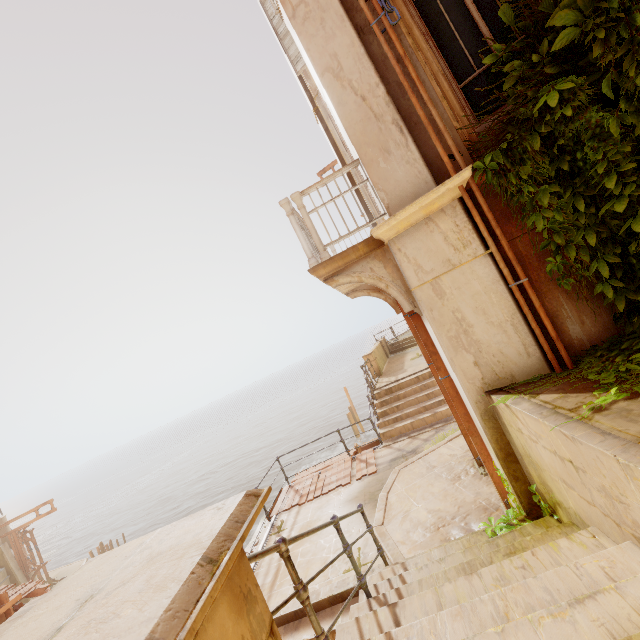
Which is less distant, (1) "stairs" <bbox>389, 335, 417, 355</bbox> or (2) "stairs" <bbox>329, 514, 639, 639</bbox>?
(2) "stairs" <bbox>329, 514, 639, 639</bbox>

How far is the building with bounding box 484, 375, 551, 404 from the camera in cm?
353

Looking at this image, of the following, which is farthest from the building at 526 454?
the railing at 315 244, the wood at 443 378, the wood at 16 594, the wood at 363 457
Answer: the wood at 16 594

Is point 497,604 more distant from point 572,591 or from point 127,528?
point 127,528

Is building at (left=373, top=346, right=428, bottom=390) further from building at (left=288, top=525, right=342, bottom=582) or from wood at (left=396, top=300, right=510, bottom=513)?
wood at (left=396, top=300, right=510, bottom=513)

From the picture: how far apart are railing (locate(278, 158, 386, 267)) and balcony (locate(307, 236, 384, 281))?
0.0m

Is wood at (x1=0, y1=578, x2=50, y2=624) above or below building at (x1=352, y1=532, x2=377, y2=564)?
above

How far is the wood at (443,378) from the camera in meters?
4.8
